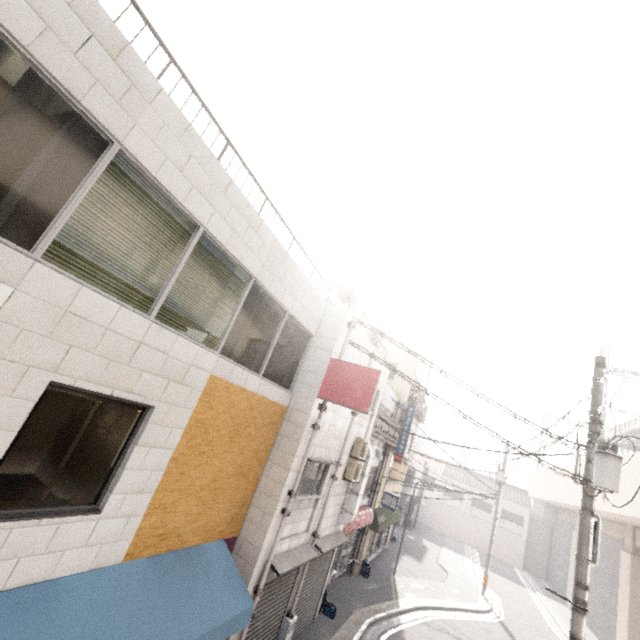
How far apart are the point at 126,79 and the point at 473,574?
32.9 meters

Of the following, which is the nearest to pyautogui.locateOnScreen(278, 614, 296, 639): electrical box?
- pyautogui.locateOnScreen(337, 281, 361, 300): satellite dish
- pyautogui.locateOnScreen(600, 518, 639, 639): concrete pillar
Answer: pyautogui.locateOnScreen(337, 281, 361, 300): satellite dish

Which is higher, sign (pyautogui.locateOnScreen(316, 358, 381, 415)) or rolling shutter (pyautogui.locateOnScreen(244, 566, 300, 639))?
sign (pyautogui.locateOnScreen(316, 358, 381, 415))

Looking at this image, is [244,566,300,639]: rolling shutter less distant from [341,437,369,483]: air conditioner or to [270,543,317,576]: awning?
[270,543,317,576]: awning

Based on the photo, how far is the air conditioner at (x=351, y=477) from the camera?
10.67m

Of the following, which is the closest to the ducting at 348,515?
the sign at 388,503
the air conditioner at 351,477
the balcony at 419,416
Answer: the air conditioner at 351,477

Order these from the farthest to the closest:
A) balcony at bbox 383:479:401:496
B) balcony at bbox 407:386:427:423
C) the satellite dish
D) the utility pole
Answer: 1. balcony at bbox 407:386:427:423
2. balcony at bbox 383:479:401:496
3. the satellite dish
4. the utility pole

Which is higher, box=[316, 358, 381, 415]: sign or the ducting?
box=[316, 358, 381, 415]: sign
